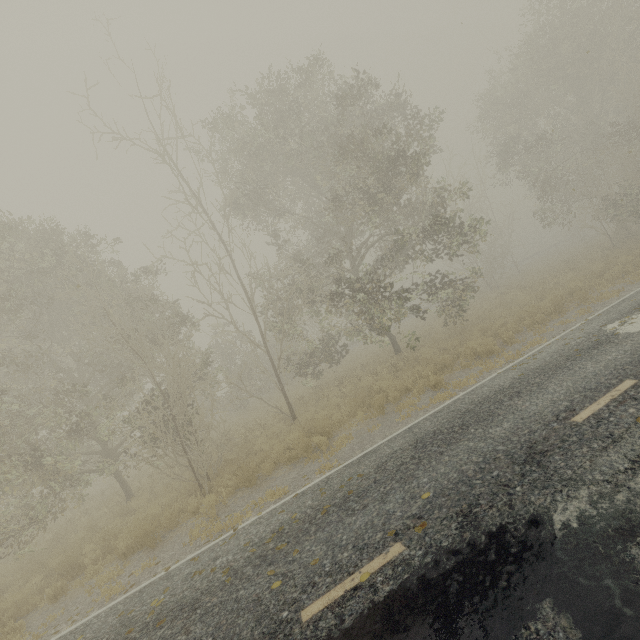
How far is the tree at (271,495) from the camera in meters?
8.0

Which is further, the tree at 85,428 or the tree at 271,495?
the tree at 85,428

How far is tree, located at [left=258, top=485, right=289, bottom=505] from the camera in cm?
797

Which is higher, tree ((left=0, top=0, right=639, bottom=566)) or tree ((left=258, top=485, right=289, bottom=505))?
tree ((left=0, top=0, right=639, bottom=566))

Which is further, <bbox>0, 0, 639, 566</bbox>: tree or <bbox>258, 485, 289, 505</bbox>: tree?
<bbox>0, 0, 639, 566</bbox>: tree

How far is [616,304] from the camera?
10.3m
